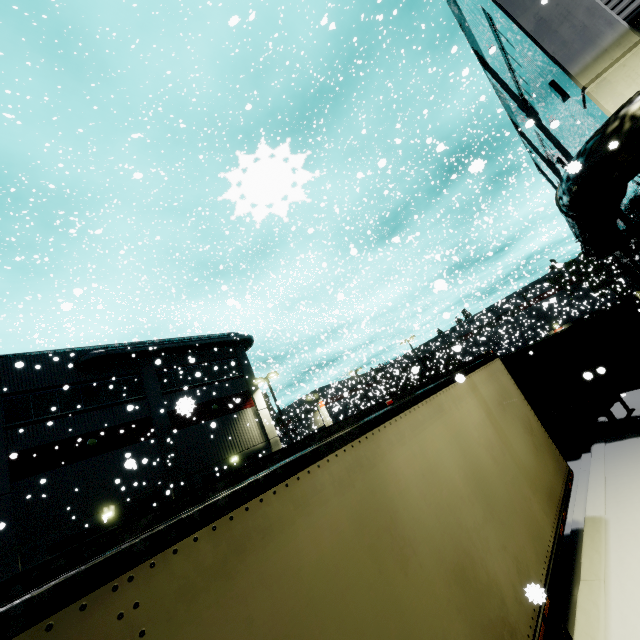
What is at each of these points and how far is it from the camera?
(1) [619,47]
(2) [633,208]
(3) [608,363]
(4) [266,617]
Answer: (1) building, 5.9m
(2) building, 10.2m
(3) cargo container, 9.2m
(4) semi trailer, 1.9m

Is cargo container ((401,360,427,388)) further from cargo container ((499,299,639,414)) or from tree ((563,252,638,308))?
tree ((563,252,638,308))

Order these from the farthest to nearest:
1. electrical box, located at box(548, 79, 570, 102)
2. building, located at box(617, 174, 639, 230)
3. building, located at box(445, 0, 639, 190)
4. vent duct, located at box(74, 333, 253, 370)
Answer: vent duct, located at box(74, 333, 253, 370) < building, located at box(617, 174, 639, 230) < electrical box, located at box(548, 79, 570, 102) < building, located at box(445, 0, 639, 190)

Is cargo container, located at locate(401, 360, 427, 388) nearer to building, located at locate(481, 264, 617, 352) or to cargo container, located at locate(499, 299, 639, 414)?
building, located at locate(481, 264, 617, 352)

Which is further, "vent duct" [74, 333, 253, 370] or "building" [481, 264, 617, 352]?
"building" [481, 264, 617, 352]

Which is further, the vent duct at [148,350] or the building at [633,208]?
the vent duct at [148,350]

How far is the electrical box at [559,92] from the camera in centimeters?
784cm
